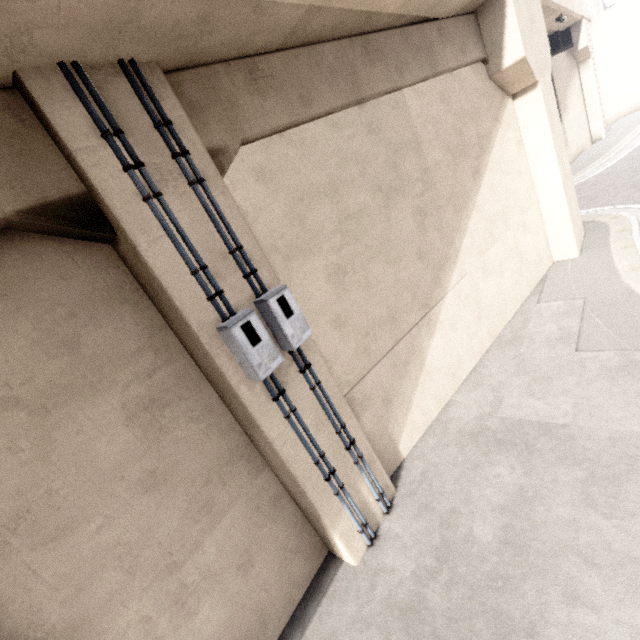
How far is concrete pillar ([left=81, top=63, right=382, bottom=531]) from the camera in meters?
3.2 m

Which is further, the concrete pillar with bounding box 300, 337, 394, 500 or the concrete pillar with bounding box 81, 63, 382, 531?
the concrete pillar with bounding box 300, 337, 394, 500

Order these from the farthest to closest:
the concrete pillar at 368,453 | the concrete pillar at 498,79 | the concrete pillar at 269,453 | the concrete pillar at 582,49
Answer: the concrete pillar at 582,49 < the concrete pillar at 368,453 < the concrete pillar at 498,79 < the concrete pillar at 269,453

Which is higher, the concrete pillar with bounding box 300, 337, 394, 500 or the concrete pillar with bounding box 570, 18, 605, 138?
the concrete pillar with bounding box 570, 18, 605, 138

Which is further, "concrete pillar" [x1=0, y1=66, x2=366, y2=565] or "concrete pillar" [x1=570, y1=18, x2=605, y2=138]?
"concrete pillar" [x1=570, y1=18, x2=605, y2=138]

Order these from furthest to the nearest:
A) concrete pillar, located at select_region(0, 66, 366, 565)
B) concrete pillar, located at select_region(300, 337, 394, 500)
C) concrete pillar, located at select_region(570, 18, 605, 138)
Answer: concrete pillar, located at select_region(570, 18, 605, 138) < concrete pillar, located at select_region(300, 337, 394, 500) < concrete pillar, located at select_region(0, 66, 366, 565)

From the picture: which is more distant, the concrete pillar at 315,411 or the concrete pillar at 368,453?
the concrete pillar at 368,453

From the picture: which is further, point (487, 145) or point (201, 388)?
point (487, 145)
